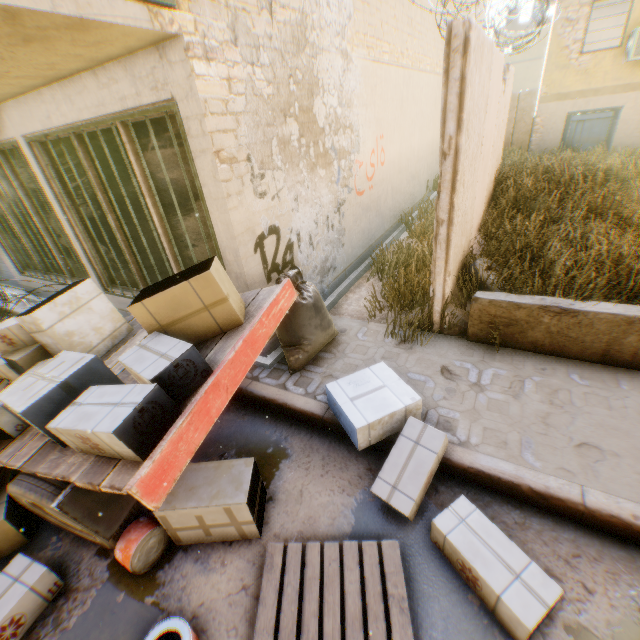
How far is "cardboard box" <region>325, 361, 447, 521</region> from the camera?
2.6 meters

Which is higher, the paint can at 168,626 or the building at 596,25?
the building at 596,25

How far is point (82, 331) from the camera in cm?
330

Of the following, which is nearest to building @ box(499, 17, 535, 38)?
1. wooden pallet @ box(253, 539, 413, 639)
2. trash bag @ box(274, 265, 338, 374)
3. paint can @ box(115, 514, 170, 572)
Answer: trash bag @ box(274, 265, 338, 374)

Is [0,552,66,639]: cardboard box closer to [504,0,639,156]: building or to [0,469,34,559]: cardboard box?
[0,469,34,559]: cardboard box

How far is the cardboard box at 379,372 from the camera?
2.58m

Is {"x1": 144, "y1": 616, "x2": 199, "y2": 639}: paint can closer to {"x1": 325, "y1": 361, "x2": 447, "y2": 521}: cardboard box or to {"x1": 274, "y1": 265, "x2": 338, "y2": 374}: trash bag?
{"x1": 325, "y1": 361, "x2": 447, "y2": 521}: cardboard box

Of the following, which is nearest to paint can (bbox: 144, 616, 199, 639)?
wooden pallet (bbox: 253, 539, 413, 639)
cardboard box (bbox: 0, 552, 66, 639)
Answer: wooden pallet (bbox: 253, 539, 413, 639)
